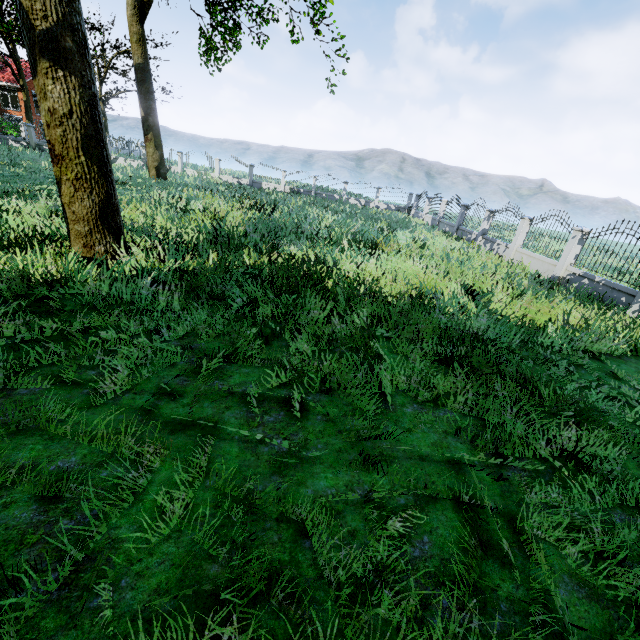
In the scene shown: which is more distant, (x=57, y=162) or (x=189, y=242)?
(x=189, y=242)

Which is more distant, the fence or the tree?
the fence

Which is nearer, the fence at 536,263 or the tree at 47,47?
the tree at 47,47
